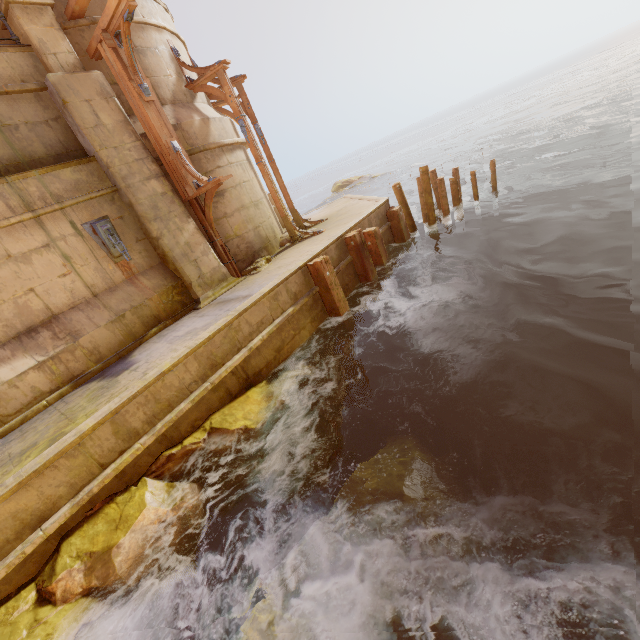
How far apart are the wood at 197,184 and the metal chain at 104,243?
1.74m

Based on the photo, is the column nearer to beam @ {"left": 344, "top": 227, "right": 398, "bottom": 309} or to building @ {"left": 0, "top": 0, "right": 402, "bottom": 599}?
building @ {"left": 0, "top": 0, "right": 402, "bottom": 599}

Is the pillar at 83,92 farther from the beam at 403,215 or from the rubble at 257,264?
the beam at 403,215

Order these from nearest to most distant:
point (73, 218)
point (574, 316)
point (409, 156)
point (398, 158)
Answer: point (574, 316) < point (73, 218) < point (409, 156) < point (398, 158)

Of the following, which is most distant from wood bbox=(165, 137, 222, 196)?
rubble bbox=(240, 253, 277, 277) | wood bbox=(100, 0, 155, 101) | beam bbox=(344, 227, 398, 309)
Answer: beam bbox=(344, 227, 398, 309)

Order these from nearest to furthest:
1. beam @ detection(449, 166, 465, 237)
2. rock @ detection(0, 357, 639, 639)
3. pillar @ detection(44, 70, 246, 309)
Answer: rock @ detection(0, 357, 639, 639) → pillar @ detection(44, 70, 246, 309) → beam @ detection(449, 166, 465, 237)

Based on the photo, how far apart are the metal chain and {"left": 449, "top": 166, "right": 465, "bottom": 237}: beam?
10.1 meters

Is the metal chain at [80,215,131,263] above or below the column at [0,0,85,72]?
below
